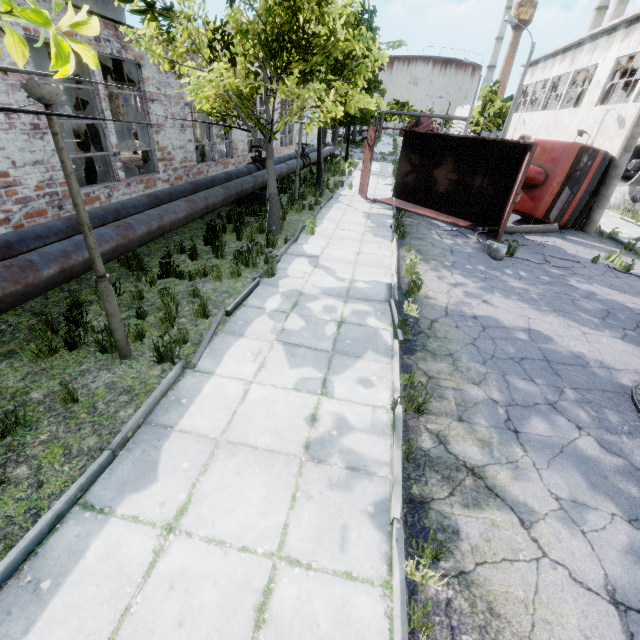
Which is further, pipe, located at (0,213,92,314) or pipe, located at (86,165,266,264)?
pipe, located at (86,165,266,264)

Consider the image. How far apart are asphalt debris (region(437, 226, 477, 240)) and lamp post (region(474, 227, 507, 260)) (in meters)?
0.01

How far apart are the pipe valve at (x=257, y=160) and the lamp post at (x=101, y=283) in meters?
11.6

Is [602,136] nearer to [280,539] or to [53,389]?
[280,539]

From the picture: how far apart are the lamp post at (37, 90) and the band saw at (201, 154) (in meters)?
12.95

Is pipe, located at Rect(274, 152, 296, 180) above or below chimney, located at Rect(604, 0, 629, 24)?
below

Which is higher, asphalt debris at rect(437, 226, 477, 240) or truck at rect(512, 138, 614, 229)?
truck at rect(512, 138, 614, 229)
